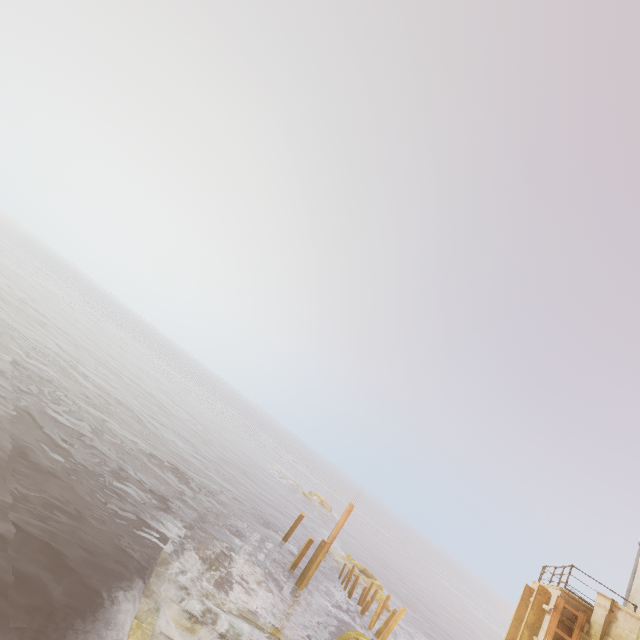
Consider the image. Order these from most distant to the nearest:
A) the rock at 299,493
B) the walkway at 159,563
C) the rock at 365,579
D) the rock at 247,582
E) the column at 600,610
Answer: the rock at 299,493
the rock at 365,579
the rock at 247,582
the column at 600,610
the walkway at 159,563

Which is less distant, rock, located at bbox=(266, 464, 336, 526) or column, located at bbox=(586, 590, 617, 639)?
column, located at bbox=(586, 590, 617, 639)

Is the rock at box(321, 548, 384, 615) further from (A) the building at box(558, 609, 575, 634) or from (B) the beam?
(A) the building at box(558, 609, 575, 634)

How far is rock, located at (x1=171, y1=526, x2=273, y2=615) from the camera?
13.59m

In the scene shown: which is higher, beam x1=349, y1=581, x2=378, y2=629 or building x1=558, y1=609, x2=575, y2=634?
building x1=558, y1=609, x2=575, y2=634

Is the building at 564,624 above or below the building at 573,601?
below

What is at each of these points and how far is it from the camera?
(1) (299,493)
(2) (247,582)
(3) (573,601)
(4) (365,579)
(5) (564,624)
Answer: (1) rock, 49.16m
(2) rock, 15.48m
(3) building, 12.59m
(4) rock, 28.28m
(5) building, 12.34m

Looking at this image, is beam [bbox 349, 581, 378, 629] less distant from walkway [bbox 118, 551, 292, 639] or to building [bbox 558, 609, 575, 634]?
building [bbox 558, 609, 575, 634]
